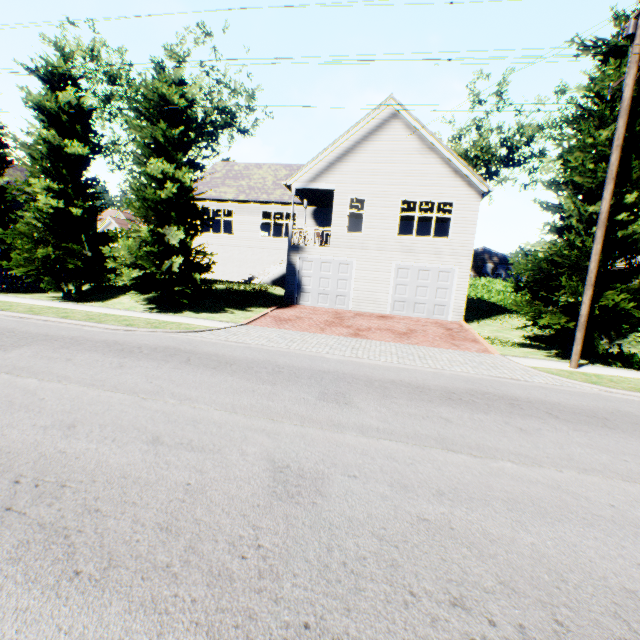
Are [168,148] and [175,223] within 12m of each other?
yes

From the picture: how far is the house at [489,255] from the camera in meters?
42.5 m

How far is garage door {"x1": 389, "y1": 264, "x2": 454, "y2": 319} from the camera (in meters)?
17.50

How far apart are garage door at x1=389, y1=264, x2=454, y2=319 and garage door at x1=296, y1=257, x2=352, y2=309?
2.2 meters

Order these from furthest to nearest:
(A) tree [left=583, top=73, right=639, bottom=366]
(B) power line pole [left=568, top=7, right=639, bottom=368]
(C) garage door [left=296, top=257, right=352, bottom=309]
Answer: (C) garage door [left=296, top=257, right=352, bottom=309], (A) tree [left=583, top=73, right=639, bottom=366], (B) power line pole [left=568, top=7, right=639, bottom=368]

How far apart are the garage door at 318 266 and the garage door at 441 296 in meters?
2.2

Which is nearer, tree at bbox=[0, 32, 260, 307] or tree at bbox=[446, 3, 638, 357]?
tree at bbox=[446, 3, 638, 357]

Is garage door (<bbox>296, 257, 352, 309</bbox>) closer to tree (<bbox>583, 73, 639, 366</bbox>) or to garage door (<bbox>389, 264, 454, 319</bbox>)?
garage door (<bbox>389, 264, 454, 319</bbox>)
